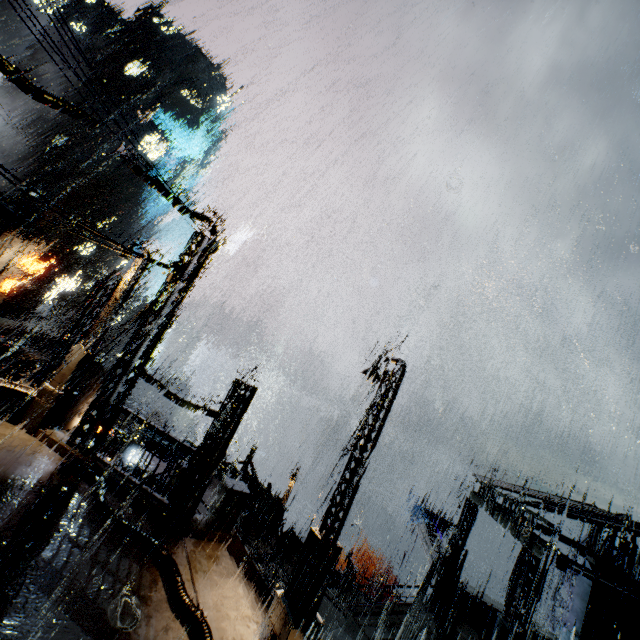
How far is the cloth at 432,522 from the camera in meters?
27.1

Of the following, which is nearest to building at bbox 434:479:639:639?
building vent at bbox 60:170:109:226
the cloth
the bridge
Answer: the bridge

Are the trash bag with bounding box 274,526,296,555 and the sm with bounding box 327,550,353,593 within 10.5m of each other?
yes

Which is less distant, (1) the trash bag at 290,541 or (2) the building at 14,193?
(1) the trash bag at 290,541

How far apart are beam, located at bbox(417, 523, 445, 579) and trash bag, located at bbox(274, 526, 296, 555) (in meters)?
8.53

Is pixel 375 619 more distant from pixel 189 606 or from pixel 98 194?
pixel 98 194

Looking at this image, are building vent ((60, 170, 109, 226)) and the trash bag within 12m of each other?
no

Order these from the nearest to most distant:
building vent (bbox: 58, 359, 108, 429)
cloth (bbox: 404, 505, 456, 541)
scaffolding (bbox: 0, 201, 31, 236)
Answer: scaffolding (bbox: 0, 201, 31, 236) < building vent (bbox: 58, 359, 108, 429) < cloth (bbox: 404, 505, 456, 541)
